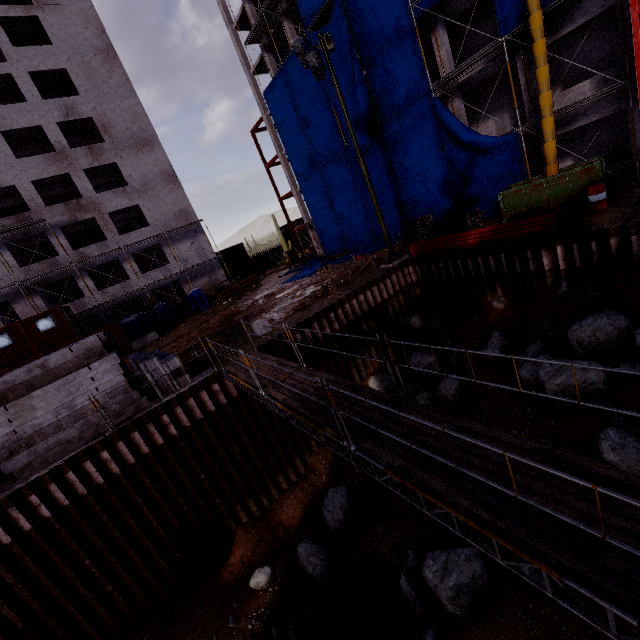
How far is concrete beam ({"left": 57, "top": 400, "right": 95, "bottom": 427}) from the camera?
10.4 meters

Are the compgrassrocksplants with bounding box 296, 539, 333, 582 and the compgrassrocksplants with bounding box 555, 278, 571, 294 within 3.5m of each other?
no

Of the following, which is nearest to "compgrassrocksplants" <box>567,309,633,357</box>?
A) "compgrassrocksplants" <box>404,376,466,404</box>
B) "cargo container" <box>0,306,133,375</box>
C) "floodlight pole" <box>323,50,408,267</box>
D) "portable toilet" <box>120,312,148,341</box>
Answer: "compgrassrocksplants" <box>404,376,466,404</box>

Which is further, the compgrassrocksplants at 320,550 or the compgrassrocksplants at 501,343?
the compgrassrocksplants at 320,550

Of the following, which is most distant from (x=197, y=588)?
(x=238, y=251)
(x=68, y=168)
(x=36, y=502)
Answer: (x=238, y=251)

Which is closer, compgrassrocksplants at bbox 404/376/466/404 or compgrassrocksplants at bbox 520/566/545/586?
compgrassrocksplants at bbox 520/566/545/586

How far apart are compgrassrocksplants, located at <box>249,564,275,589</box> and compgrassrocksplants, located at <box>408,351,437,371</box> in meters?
9.5

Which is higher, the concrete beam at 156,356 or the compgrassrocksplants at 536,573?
the concrete beam at 156,356
